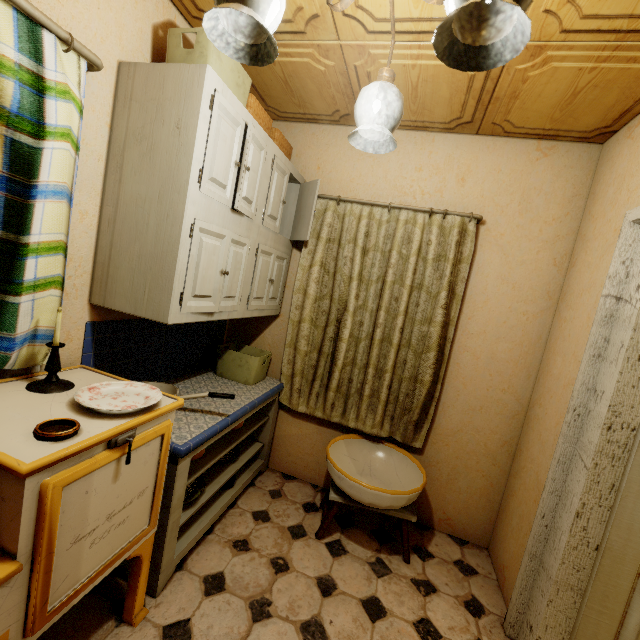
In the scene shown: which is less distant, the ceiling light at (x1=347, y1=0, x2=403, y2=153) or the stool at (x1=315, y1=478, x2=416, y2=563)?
the ceiling light at (x1=347, y1=0, x2=403, y2=153)

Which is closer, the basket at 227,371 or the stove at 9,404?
the stove at 9,404

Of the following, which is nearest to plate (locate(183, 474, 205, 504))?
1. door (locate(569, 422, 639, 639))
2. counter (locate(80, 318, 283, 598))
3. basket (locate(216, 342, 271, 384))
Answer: counter (locate(80, 318, 283, 598))

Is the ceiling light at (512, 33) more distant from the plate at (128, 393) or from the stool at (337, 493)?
the stool at (337, 493)

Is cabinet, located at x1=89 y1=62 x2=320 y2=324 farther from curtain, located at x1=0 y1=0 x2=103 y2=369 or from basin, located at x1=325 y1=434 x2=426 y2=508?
basin, located at x1=325 y1=434 x2=426 y2=508

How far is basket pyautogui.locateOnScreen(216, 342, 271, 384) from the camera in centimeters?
243cm

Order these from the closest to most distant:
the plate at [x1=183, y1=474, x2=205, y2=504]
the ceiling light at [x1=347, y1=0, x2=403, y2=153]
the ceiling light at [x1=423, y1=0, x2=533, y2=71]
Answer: the ceiling light at [x1=423, y1=0, x2=533, y2=71], the ceiling light at [x1=347, y1=0, x2=403, y2=153], the plate at [x1=183, y1=474, x2=205, y2=504]

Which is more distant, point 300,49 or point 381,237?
point 381,237
